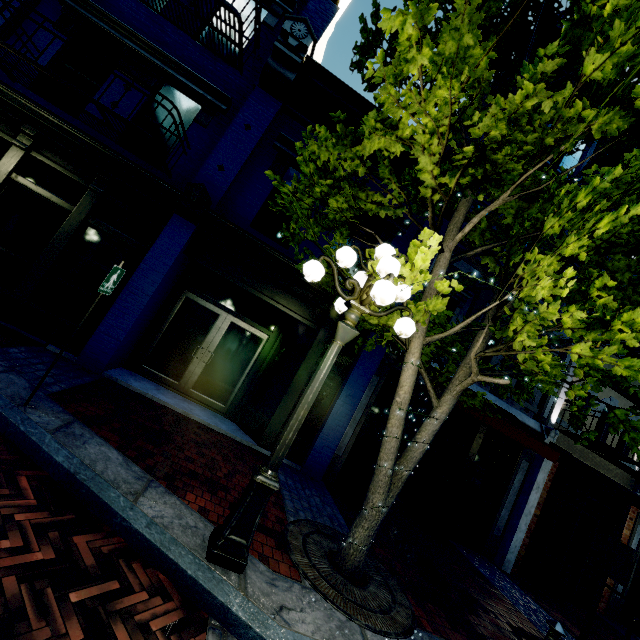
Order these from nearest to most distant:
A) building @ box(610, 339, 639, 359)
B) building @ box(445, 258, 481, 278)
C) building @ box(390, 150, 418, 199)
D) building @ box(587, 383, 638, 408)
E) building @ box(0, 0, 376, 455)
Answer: building @ box(0, 0, 376, 455)
building @ box(390, 150, 418, 199)
building @ box(445, 258, 481, 278)
building @ box(610, 339, 639, 359)
building @ box(587, 383, 638, 408)

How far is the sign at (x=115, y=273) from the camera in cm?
389

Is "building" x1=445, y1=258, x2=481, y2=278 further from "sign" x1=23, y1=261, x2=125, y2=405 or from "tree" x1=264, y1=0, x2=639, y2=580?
"sign" x1=23, y1=261, x2=125, y2=405

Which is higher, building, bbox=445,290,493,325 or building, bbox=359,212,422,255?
building, bbox=359,212,422,255

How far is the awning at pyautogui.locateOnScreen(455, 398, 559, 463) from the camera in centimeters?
646cm

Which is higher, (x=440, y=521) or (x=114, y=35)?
(x=114, y=35)

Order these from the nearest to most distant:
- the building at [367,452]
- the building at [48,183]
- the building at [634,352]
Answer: the building at [48,183]
the building at [367,452]
the building at [634,352]

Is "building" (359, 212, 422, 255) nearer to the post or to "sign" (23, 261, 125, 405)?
"sign" (23, 261, 125, 405)
